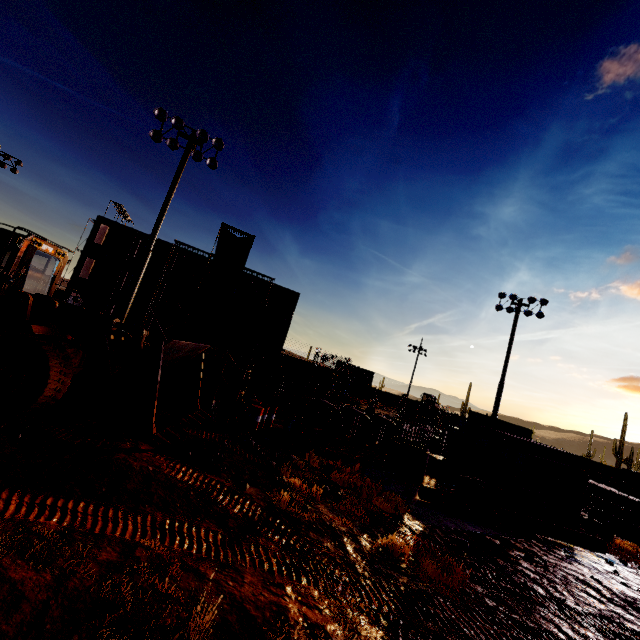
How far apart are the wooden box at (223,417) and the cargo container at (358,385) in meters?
39.5

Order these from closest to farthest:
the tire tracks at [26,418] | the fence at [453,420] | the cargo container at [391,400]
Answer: the tire tracks at [26,418]
the fence at [453,420]
the cargo container at [391,400]

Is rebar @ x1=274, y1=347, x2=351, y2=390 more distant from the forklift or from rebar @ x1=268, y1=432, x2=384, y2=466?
the forklift

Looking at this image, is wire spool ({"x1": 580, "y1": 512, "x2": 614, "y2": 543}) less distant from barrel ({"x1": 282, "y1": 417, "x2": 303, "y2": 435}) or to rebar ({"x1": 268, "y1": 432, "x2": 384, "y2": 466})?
rebar ({"x1": 268, "y1": 432, "x2": 384, "y2": 466})

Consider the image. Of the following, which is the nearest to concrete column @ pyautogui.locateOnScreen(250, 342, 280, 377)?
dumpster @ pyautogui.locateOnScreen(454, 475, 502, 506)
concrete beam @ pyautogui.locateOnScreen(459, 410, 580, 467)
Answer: concrete beam @ pyautogui.locateOnScreen(459, 410, 580, 467)

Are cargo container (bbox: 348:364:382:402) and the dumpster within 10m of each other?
no

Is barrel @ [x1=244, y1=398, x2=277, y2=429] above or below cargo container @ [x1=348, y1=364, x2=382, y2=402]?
below

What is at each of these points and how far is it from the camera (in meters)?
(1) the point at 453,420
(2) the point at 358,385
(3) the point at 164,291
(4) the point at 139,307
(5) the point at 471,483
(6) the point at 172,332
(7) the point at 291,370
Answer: (1) fence, 46.03
(2) cargo container, 50.62
(3) concrete column, 40.41
(4) concrete column, 35.84
(5) dumpster, 12.12
(6) concrete column, 40.62
(7) rebar, 42.00
